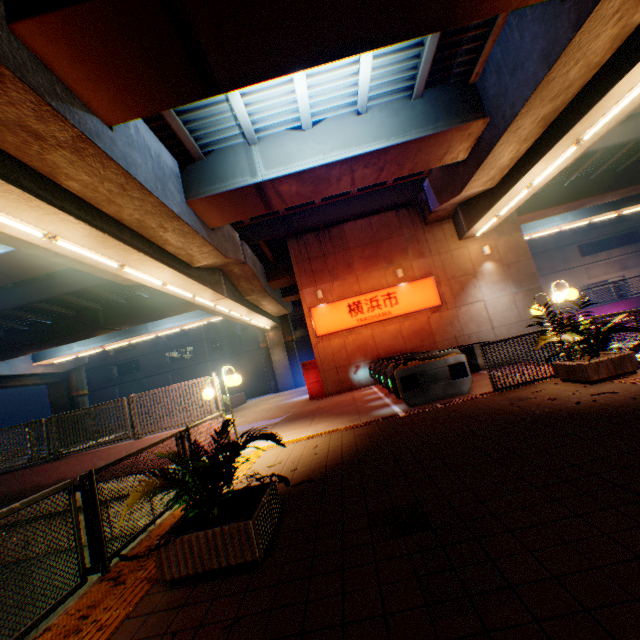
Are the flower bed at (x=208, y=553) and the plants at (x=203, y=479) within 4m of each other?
yes

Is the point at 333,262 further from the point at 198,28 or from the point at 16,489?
the point at 16,489

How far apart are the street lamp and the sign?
8.1m

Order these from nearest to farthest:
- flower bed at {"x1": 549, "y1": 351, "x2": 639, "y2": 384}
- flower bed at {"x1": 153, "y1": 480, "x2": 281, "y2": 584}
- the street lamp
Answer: flower bed at {"x1": 153, "y1": 480, "x2": 281, "y2": 584} → flower bed at {"x1": 549, "y1": 351, "x2": 639, "y2": 384} → the street lamp

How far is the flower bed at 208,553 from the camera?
3.13m

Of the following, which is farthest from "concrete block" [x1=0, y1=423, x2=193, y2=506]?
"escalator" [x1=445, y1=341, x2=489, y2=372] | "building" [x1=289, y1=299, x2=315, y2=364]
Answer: "building" [x1=289, y1=299, x2=315, y2=364]

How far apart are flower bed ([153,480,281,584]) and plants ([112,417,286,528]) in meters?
0.0 m

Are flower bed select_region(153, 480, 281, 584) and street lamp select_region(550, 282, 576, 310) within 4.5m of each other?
no
